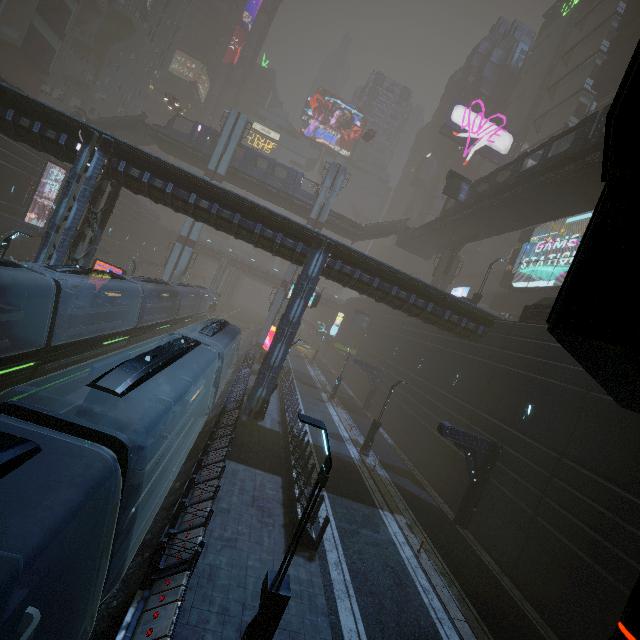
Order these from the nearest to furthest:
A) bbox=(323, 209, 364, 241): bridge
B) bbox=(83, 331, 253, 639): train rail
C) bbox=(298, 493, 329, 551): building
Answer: bbox=(83, 331, 253, 639): train rail < bbox=(298, 493, 329, 551): building < bbox=(323, 209, 364, 241): bridge

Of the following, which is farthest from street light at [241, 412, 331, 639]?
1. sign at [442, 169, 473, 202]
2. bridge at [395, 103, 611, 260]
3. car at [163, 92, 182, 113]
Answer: sign at [442, 169, 473, 202]

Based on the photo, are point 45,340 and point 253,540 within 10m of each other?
no

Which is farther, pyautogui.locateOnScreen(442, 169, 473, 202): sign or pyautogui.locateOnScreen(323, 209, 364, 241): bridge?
pyautogui.locateOnScreen(323, 209, 364, 241): bridge

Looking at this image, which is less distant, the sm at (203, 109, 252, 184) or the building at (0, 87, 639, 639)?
the building at (0, 87, 639, 639)

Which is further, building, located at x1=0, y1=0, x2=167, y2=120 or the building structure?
building, located at x1=0, y1=0, x2=167, y2=120

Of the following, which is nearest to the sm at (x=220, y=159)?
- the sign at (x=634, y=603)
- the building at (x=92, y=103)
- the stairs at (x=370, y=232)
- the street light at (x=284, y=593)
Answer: the building at (x=92, y=103)

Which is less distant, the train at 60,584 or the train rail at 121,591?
the train at 60,584
